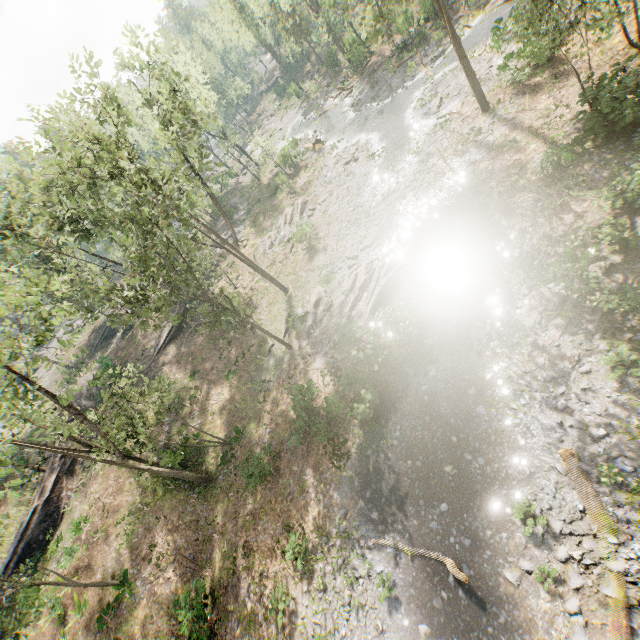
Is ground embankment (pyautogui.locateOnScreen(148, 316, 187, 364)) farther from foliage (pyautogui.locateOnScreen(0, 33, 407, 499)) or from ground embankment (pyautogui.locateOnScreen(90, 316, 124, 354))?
ground embankment (pyautogui.locateOnScreen(90, 316, 124, 354))

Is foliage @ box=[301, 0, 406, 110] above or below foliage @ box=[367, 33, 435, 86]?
above

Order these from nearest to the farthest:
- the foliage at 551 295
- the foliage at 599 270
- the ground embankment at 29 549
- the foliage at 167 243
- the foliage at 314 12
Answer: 1. the foliage at 599 270
2. the foliage at 551 295
3. the foliage at 167 243
4. the foliage at 314 12
5. the ground embankment at 29 549

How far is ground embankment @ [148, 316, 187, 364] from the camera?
32.03m

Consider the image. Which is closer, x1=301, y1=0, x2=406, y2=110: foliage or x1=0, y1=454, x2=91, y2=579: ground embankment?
x1=301, y1=0, x2=406, y2=110: foliage

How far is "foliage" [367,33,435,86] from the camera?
30.27m

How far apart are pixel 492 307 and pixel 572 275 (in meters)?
3.21

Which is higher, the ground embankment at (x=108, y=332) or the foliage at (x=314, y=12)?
the foliage at (x=314, y=12)
